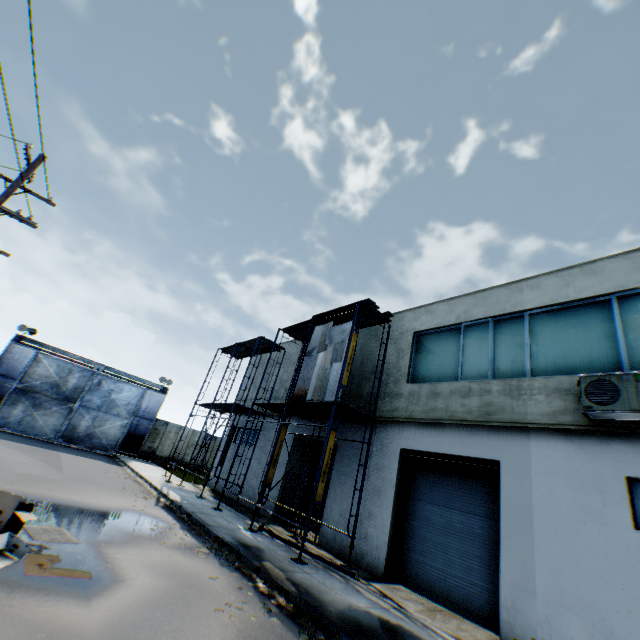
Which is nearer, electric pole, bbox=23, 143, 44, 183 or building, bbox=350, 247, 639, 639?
building, bbox=350, 247, 639, 639

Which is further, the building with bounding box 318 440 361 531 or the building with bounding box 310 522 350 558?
the building with bounding box 318 440 361 531

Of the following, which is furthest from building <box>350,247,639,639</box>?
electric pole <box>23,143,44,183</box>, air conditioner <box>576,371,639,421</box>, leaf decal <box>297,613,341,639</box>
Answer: electric pole <box>23,143,44,183</box>

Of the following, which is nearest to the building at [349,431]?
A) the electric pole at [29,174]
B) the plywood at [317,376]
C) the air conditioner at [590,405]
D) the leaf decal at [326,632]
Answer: the air conditioner at [590,405]

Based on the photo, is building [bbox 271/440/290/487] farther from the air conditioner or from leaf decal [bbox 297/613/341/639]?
leaf decal [bbox 297/613/341/639]

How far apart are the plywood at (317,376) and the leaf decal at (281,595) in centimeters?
511cm

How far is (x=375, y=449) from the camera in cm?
1267

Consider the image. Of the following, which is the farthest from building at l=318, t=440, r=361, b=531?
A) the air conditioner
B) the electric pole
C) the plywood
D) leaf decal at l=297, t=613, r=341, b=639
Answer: the electric pole
